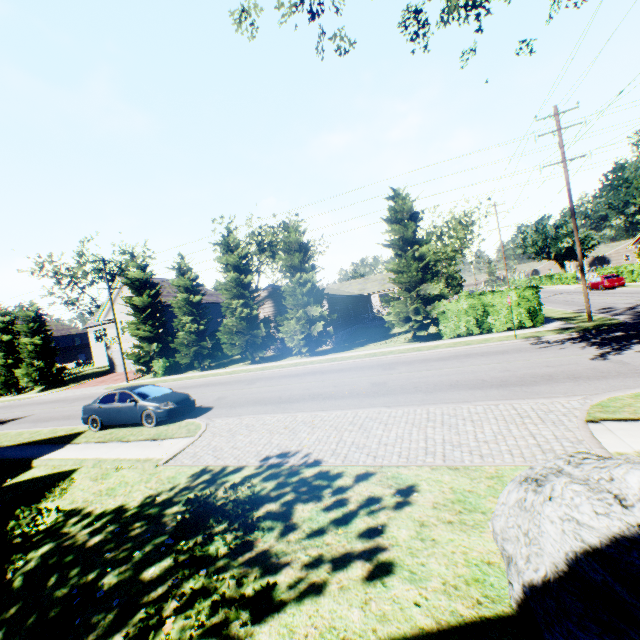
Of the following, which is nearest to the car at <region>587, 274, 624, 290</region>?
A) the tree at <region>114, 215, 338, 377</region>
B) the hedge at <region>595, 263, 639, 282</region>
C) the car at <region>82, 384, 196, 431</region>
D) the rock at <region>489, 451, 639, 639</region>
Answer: the hedge at <region>595, 263, 639, 282</region>

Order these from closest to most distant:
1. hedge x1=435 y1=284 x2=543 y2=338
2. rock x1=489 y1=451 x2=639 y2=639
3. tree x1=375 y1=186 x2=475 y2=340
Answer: rock x1=489 y1=451 x2=639 y2=639 → hedge x1=435 y1=284 x2=543 y2=338 → tree x1=375 y1=186 x2=475 y2=340

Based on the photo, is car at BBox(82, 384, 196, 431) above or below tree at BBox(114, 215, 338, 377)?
below

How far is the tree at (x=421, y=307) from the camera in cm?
2131

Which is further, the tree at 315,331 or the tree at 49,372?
the tree at 49,372

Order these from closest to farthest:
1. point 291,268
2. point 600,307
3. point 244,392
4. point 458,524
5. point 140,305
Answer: point 458,524 < point 244,392 < point 600,307 < point 291,268 < point 140,305

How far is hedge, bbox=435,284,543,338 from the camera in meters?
19.2 m

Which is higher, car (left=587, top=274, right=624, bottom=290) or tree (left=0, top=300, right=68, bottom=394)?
tree (left=0, top=300, right=68, bottom=394)
